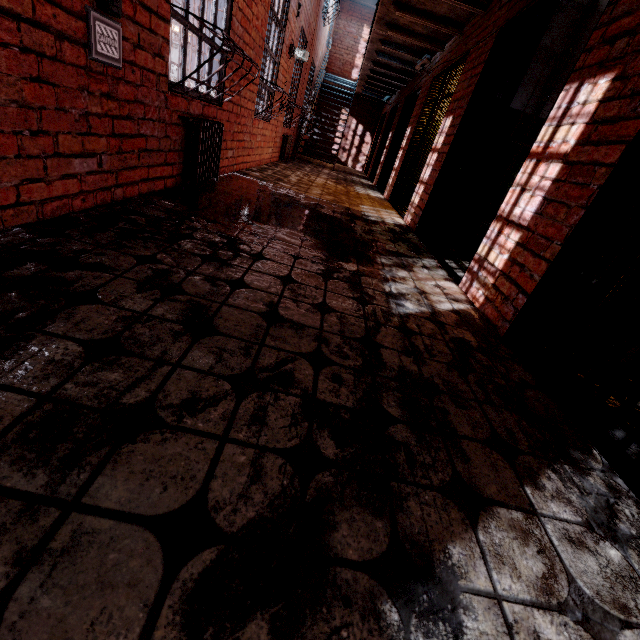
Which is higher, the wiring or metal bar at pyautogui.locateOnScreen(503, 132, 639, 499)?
the wiring

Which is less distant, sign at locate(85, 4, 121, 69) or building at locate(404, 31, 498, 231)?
sign at locate(85, 4, 121, 69)

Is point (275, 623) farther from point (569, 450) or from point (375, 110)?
point (375, 110)

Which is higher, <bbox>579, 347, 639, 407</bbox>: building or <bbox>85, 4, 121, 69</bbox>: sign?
<bbox>85, 4, 121, 69</bbox>: sign

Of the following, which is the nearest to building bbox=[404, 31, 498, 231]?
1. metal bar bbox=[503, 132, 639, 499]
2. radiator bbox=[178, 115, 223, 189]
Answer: metal bar bbox=[503, 132, 639, 499]

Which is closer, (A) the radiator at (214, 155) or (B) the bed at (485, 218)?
(A) the radiator at (214, 155)

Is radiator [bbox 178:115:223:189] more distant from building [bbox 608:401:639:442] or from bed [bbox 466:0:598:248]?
bed [bbox 466:0:598:248]

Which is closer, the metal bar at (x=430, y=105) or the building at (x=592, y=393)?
the building at (x=592, y=393)
